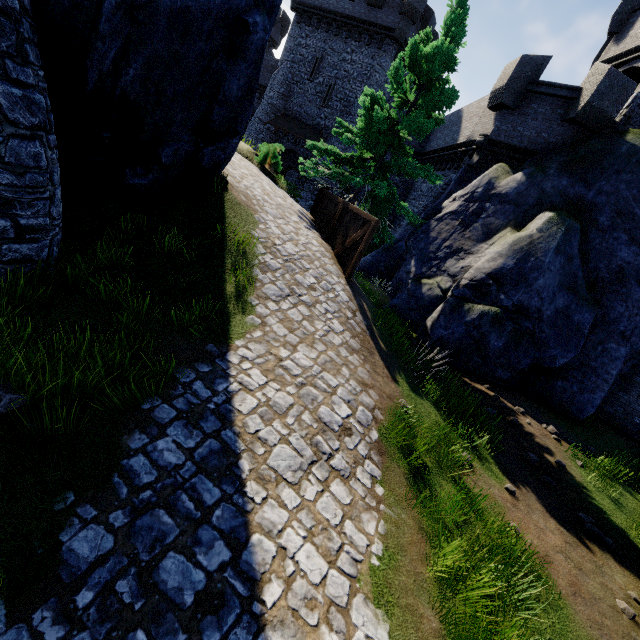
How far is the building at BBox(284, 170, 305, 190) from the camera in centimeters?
2892cm

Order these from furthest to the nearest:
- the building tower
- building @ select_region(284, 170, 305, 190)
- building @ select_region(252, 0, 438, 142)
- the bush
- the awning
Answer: building @ select_region(284, 170, 305, 190), the awning, building @ select_region(252, 0, 438, 142), the bush, the building tower

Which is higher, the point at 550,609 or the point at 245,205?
the point at 245,205

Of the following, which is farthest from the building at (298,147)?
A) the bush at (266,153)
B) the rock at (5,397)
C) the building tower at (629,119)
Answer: the rock at (5,397)

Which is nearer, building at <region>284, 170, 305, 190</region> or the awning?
the awning

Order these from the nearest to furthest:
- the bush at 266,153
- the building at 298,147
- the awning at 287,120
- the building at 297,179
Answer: the bush at 266,153
the awning at 287,120
the building at 298,147
the building at 297,179

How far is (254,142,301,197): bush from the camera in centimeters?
1645cm
